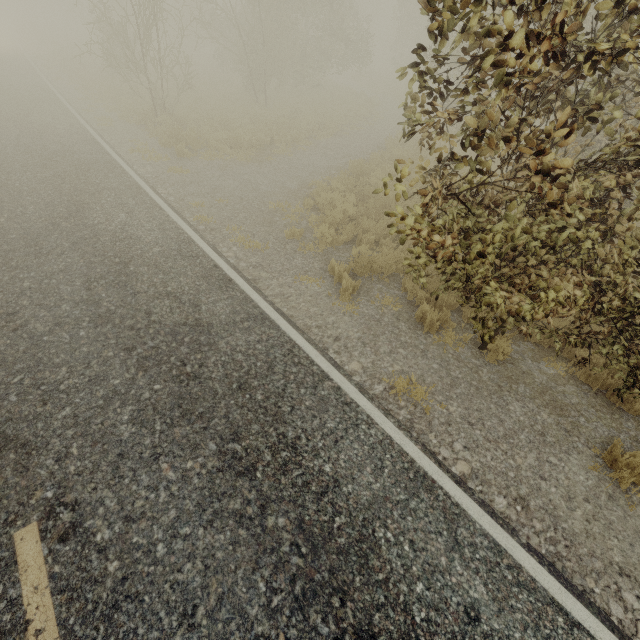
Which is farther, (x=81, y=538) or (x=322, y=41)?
(x=322, y=41)
